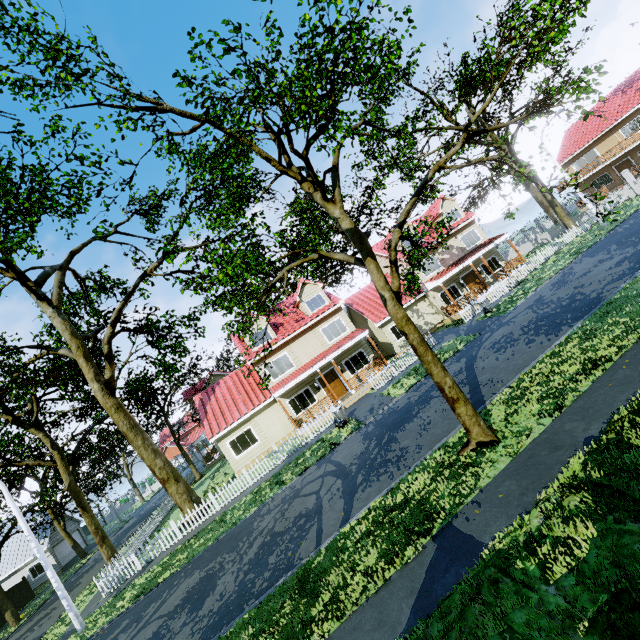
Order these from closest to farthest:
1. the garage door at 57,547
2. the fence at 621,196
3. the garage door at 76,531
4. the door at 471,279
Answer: the fence at 621,196, the door at 471,279, the garage door at 57,547, the garage door at 76,531

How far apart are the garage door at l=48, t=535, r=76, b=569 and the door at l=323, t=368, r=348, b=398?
37.07m

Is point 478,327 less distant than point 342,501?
No

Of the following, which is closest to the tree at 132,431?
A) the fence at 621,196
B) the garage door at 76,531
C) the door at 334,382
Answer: the fence at 621,196

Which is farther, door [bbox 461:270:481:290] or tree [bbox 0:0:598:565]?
door [bbox 461:270:481:290]

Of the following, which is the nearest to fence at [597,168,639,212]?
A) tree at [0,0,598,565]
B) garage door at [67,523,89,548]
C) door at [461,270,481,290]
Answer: tree at [0,0,598,565]

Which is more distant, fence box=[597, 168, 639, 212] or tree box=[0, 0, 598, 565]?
fence box=[597, 168, 639, 212]
